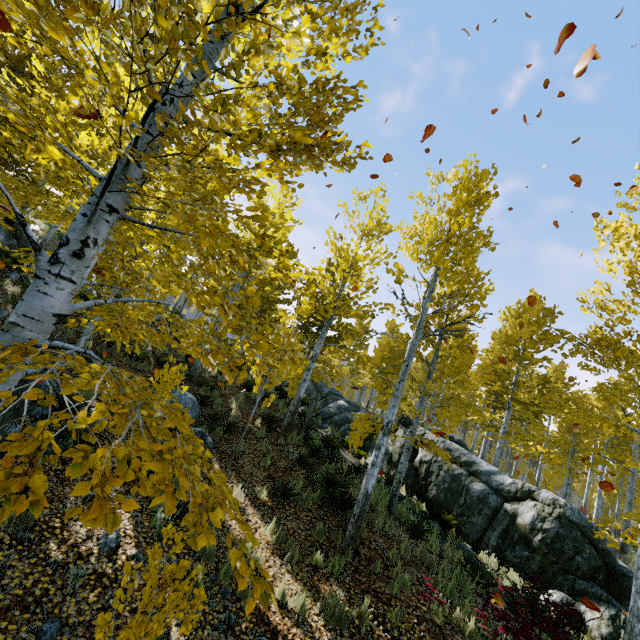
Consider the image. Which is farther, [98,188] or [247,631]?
[247,631]

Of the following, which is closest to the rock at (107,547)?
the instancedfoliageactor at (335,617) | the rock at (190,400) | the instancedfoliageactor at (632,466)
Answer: the instancedfoliageactor at (632,466)

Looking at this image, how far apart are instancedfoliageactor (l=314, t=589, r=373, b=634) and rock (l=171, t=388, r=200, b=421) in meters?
6.5

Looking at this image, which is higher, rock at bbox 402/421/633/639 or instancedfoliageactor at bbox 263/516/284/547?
rock at bbox 402/421/633/639

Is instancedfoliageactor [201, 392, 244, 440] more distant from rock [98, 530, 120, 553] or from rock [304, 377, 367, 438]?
rock [98, 530, 120, 553]

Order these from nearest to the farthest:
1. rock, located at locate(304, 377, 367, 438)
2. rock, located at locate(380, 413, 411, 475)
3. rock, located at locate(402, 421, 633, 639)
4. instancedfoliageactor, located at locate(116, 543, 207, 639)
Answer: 1. instancedfoliageactor, located at locate(116, 543, 207, 639)
2. rock, located at locate(402, 421, 633, 639)
3. rock, located at locate(380, 413, 411, 475)
4. rock, located at locate(304, 377, 367, 438)

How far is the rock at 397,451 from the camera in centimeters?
1339cm
